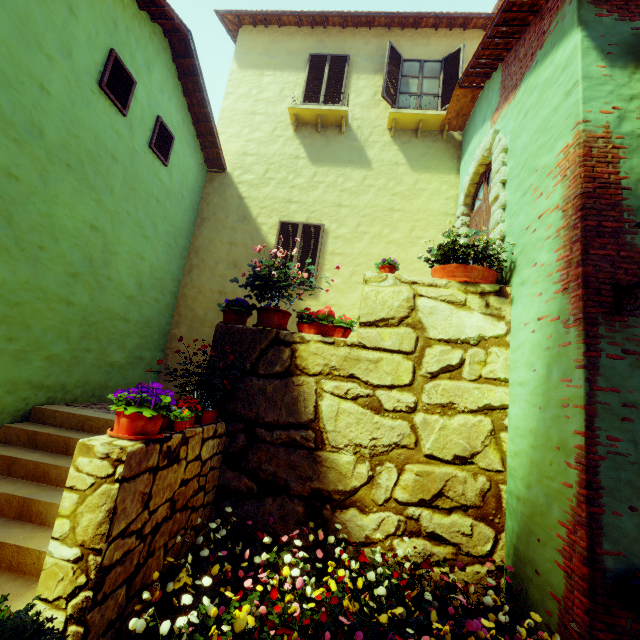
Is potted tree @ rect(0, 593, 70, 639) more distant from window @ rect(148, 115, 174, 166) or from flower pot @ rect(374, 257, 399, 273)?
window @ rect(148, 115, 174, 166)

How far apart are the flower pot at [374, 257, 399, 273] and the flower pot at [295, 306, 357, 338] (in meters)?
0.75

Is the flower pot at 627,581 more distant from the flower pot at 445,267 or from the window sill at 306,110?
the window sill at 306,110

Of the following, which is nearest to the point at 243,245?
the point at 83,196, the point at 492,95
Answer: the point at 83,196

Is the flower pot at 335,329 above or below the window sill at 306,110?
below

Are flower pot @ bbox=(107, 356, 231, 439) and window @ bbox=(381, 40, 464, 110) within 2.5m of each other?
no

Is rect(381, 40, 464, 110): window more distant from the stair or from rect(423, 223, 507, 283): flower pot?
the stair

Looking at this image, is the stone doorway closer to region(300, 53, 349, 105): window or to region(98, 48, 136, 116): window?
region(98, 48, 136, 116): window
